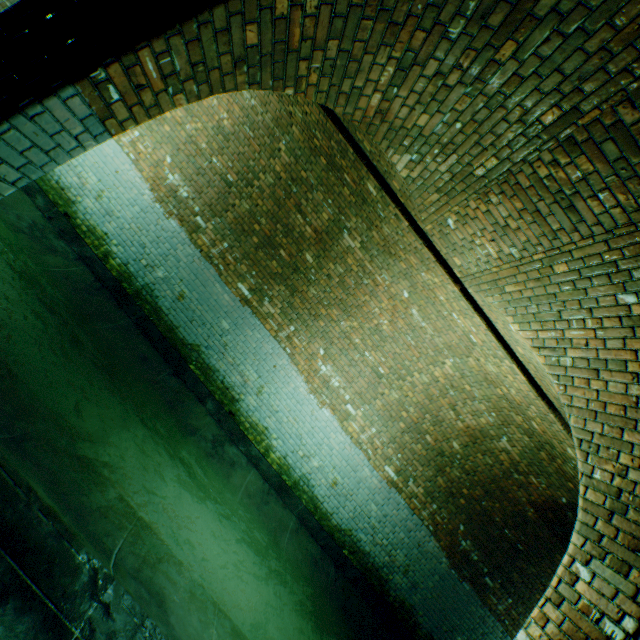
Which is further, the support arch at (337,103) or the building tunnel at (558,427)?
the building tunnel at (558,427)

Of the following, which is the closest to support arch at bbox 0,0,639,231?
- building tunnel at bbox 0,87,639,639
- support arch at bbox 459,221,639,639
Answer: building tunnel at bbox 0,87,639,639

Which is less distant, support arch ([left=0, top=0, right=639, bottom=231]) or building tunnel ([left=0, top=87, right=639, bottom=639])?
support arch ([left=0, top=0, right=639, bottom=231])

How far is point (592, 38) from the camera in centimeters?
184cm

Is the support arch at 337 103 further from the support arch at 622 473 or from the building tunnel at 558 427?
the support arch at 622 473

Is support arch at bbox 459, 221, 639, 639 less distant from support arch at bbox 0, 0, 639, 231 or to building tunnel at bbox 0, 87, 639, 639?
building tunnel at bbox 0, 87, 639, 639

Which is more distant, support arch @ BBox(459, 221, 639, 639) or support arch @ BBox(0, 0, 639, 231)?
support arch @ BBox(459, 221, 639, 639)
